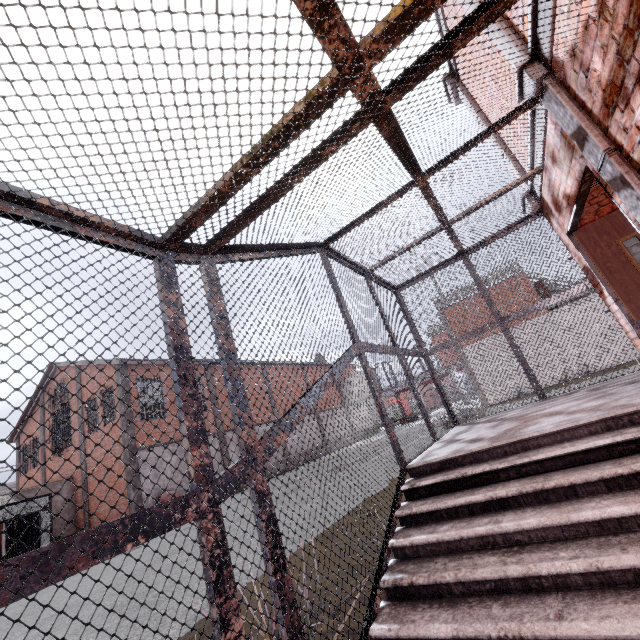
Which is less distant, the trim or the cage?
the cage

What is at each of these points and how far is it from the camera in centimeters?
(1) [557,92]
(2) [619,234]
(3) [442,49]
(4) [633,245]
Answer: (1) trim, 295cm
(2) door, 462cm
(3) cage, 154cm
(4) fuse box, 467cm

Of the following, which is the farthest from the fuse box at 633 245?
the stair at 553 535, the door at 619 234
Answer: the stair at 553 535

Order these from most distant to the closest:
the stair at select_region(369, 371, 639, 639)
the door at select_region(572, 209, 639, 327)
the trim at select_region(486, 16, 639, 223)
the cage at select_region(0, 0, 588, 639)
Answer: the door at select_region(572, 209, 639, 327)
the trim at select_region(486, 16, 639, 223)
the stair at select_region(369, 371, 639, 639)
the cage at select_region(0, 0, 588, 639)

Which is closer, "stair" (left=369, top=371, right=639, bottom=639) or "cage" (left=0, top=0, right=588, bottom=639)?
"cage" (left=0, top=0, right=588, bottom=639)

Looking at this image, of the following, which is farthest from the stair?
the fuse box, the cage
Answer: the fuse box

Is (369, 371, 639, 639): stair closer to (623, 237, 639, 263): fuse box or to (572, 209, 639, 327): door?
(572, 209, 639, 327): door

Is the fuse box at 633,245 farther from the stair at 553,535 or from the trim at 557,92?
the stair at 553,535
